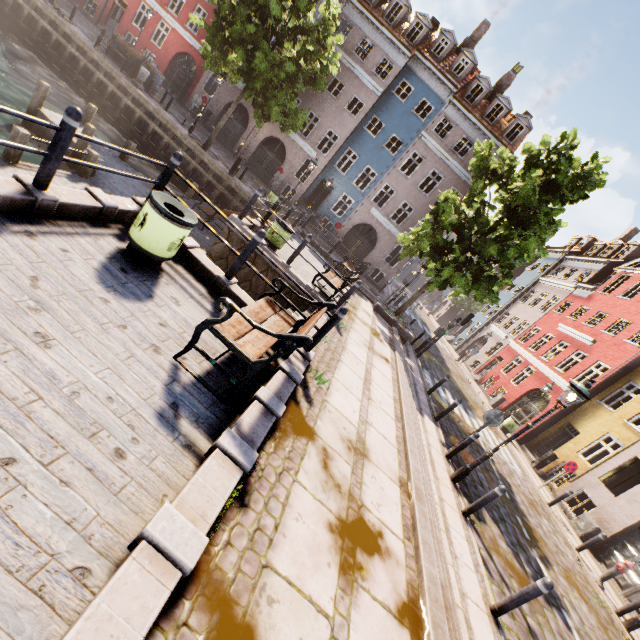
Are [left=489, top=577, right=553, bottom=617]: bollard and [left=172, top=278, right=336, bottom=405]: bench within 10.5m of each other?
yes

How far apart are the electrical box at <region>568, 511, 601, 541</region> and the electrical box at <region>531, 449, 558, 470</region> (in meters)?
3.57

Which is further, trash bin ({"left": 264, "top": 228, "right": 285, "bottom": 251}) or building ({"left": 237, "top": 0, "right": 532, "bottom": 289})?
building ({"left": 237, "top": 0, "right": 532, "bottom": 289})

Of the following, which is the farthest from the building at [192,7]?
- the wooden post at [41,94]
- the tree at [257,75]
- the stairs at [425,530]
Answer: the wooden post at [41,94]

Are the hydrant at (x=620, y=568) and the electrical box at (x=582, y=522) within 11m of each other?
yes

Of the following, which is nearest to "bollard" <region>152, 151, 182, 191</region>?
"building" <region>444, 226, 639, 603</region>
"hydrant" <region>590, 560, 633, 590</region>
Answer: "hydrant" <region>590, 560, 633, 590</region>

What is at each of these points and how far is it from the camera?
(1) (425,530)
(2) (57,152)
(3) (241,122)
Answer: (1) stairs, 4.6 meters
(2) bollard, 3.9 meters
(3) building, 26.0 meters

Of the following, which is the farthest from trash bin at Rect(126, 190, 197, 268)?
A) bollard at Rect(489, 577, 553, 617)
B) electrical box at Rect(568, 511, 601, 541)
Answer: electrical box at Rect(568, 511, 601, 541)
